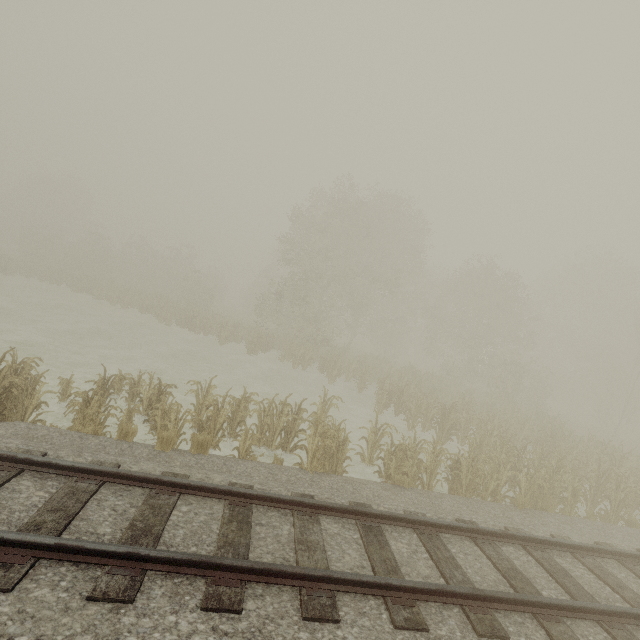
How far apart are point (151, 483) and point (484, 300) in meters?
27.2
